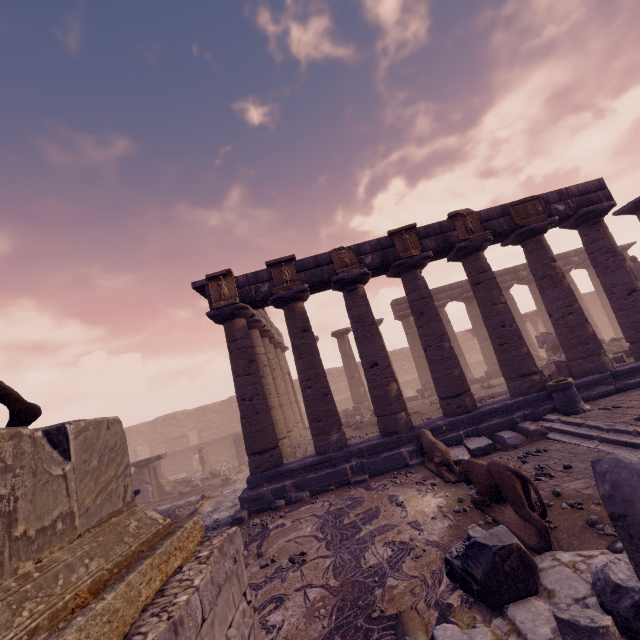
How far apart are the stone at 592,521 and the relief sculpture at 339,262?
8.1m

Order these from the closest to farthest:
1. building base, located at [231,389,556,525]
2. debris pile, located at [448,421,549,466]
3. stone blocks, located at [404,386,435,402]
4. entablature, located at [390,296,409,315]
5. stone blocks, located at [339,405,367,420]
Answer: debris pile, located at [448,421,549,466], building base, located at [231,389,556,525], stone blocks, located at [339,405,367,420], stone blocks, located at [404,386,435,402], entablature, located at [390,296,409,315]

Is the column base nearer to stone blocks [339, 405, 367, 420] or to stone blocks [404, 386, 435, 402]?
stone blocks [404, 386, 435, 402]

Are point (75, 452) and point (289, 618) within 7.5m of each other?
yes

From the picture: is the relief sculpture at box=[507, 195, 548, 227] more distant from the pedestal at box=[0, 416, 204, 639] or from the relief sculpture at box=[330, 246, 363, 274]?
the pedestal at box=[0, 416, 204, 639]

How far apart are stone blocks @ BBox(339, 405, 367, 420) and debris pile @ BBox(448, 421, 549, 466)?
8.7 meters

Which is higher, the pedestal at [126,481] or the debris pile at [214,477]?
the pedestal at [126,481]

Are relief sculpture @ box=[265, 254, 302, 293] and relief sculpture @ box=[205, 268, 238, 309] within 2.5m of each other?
yes
